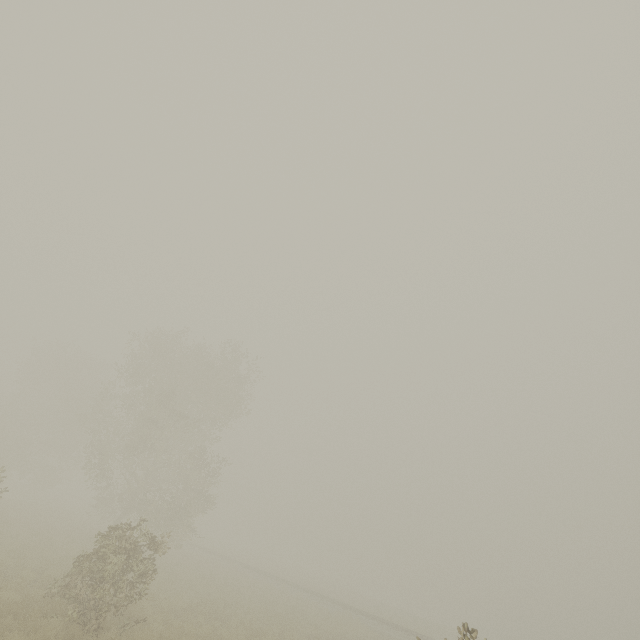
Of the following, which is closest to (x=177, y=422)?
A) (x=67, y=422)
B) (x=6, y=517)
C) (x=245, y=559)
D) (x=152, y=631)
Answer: (x=6, y=517)

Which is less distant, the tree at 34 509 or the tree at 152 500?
the tree at 152 500

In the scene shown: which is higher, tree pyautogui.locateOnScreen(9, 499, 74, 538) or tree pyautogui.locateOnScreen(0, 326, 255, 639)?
tree pyautogui.locateOnScreen(0, 326, 255, 639)

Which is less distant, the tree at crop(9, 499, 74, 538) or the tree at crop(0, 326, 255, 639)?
the tree at crop(0, 326, 255, 639)

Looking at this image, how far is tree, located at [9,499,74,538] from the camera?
23.3m

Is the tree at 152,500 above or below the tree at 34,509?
above
